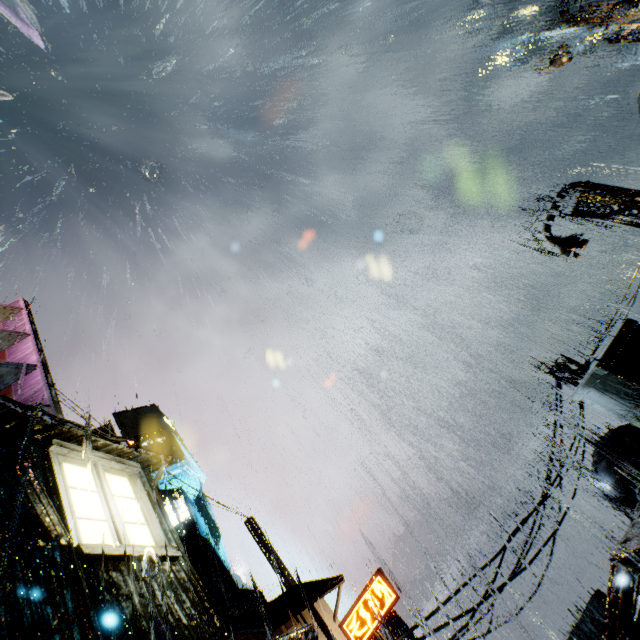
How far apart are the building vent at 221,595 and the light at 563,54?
51.2m

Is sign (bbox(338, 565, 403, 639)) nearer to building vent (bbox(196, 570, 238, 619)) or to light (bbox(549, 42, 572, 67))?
building vent (bbox(196, 570, 238, 619))

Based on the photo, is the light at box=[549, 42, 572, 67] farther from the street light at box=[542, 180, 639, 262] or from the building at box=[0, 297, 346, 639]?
the street light at box=[542, 180, 639, 262]

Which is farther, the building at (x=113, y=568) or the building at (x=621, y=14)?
the building at (x=621, y=14)

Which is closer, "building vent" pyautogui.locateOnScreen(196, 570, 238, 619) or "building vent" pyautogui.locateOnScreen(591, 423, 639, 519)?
"building vent" pyautogui.locateOnScreen(591, 423, 639, 519)

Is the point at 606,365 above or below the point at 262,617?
below

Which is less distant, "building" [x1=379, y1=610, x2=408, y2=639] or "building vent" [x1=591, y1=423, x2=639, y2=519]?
"building vent" [x1=591, y1=423, x2=639, y2=519]

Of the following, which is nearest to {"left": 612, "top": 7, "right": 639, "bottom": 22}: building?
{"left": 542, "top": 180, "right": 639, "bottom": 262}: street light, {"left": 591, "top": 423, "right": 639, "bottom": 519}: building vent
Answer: {"left": 591, "top": 423, "right": 639, "bottom": 519}: building vent
